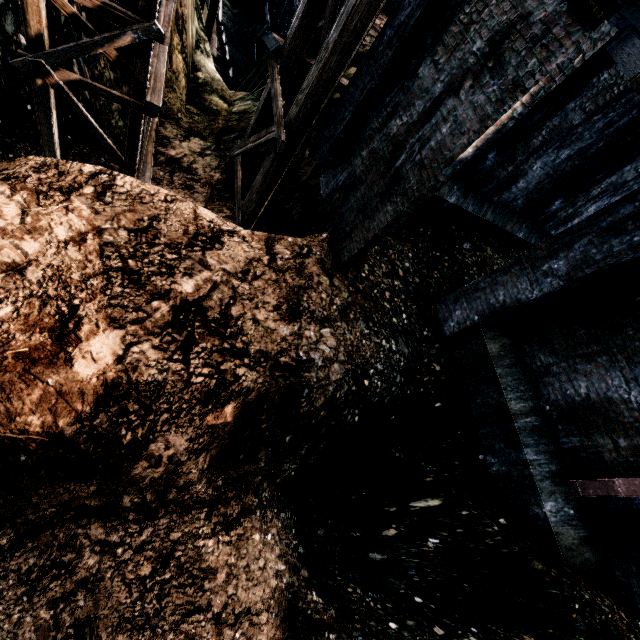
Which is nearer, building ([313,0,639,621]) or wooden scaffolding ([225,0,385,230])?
building ([313,0,639,621])

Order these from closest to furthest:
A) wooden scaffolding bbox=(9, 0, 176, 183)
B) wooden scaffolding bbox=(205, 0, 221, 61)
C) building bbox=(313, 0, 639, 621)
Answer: building bbox=(313, 0, 639, 621) → wooden scaffolding bbox=(9, 0, 176, 183) → wooden scaffolding bbox=(205, 0, 221, 61)

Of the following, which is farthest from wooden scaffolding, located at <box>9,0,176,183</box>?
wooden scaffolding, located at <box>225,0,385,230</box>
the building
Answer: the building

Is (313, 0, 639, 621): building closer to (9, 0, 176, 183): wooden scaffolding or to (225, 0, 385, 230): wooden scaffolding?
(225, 0, 385, 230): wooden scaffolding

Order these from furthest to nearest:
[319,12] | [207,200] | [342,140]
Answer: [207,200], [319,12], [342,140]

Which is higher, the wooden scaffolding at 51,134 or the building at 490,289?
the building at 490,289

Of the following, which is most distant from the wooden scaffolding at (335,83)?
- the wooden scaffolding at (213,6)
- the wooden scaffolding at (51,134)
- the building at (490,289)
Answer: the wooden scaffolding at (213,6)

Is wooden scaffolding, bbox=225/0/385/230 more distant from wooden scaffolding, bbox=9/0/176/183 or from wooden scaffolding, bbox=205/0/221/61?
wooden scaffolding, bbox=205/0/221/61
